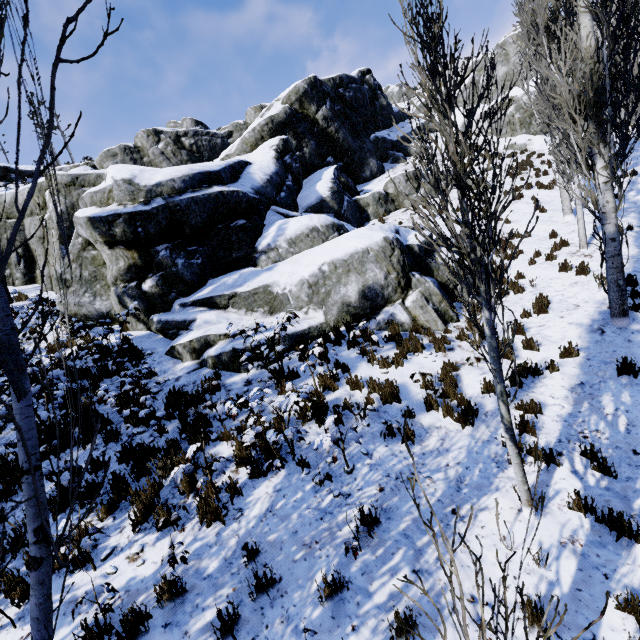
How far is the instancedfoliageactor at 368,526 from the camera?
4.1m

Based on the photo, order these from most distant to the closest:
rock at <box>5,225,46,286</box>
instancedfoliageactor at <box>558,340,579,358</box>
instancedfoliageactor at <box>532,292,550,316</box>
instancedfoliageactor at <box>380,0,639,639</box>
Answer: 1. rock at <box>5,225,46,286</box>
2. instancedfoliageactor at <box>532,292,550,316</box>
3. instancedfoliageactor at <box>558,340,579,358</box>
4. instancedfoliageactor at <box>380,0,639,639</box>

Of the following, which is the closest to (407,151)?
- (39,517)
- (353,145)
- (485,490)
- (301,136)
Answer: (353,145)

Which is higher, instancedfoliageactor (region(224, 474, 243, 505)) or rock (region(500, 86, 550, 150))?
rock (region(500, 86, 550, 150))

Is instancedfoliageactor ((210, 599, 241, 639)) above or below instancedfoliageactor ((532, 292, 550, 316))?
below

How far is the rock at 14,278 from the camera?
13.86m

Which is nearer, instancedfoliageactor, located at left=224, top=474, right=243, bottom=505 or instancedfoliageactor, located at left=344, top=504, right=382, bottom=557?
instancedfoliageactor, located at left=344, top=504, right=382, bottom=557
